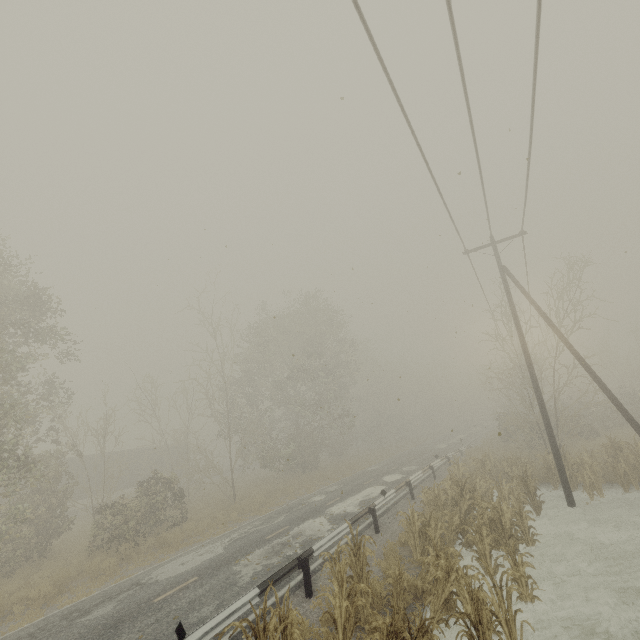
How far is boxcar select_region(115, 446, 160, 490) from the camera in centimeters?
3338cm

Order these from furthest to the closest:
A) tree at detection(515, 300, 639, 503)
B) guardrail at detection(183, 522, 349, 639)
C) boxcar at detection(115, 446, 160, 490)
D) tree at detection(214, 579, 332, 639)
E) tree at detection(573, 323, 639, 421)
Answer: boxcar at detection(115, 446, 160, 490) → tree at detection(573, 323, 639, 421) → tree at detection(515, 300, 639, 503) → guardrail at detection(183, 522, 349, 639) → tree at detection(214, 579, 332, 639)

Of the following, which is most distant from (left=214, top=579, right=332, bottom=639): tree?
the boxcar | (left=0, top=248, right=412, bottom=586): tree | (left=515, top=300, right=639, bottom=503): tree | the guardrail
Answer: the boxcar

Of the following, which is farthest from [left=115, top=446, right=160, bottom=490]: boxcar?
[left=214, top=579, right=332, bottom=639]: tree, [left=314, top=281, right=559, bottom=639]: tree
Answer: [left=314, top=281, right=559, bottom=639]: tree

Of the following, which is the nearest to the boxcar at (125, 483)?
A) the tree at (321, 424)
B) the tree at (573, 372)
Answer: the tree at (321, 424)

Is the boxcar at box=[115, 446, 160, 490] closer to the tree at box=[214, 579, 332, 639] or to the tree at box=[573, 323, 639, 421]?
the tree at box=[573, 323, 639, 421]

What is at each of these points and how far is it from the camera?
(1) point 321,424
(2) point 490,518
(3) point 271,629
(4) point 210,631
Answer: (1) tree, 30.45m
(2) tree, 10.47m
(3) tree, 5.06m
(4) guardrail, 6.68m

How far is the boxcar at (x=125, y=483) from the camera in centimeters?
3338cm
